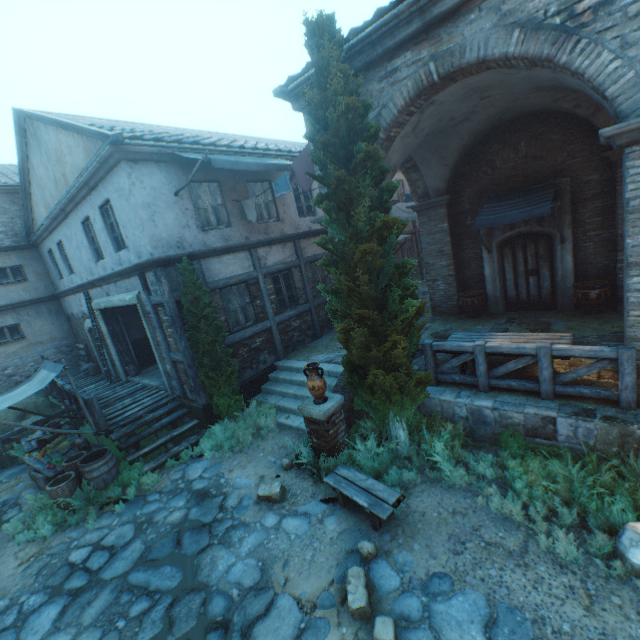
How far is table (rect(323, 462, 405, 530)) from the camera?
4.71m

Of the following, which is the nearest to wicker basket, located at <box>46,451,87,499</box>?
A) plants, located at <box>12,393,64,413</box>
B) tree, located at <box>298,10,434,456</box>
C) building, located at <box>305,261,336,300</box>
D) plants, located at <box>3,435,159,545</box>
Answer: plants, located at <box>3,435,159,545</box>

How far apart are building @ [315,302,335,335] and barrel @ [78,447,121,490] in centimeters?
733cm

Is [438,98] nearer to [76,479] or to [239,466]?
[239,466]

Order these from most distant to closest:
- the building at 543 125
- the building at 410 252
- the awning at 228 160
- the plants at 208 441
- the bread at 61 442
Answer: the building at 410 252 < the bread at 61 442 < the plants at 208 441 < the awning at 228 160 < the building at 543 125

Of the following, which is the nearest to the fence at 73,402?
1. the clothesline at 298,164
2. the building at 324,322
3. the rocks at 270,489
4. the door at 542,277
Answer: the rocks at 270,489

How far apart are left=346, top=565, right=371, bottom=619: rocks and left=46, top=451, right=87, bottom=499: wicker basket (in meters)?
6.28

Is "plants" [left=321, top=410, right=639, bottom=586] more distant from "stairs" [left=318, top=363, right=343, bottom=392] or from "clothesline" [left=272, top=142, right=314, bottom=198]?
"clothesline" [left=272, top=142, right=314, bottom=198]
